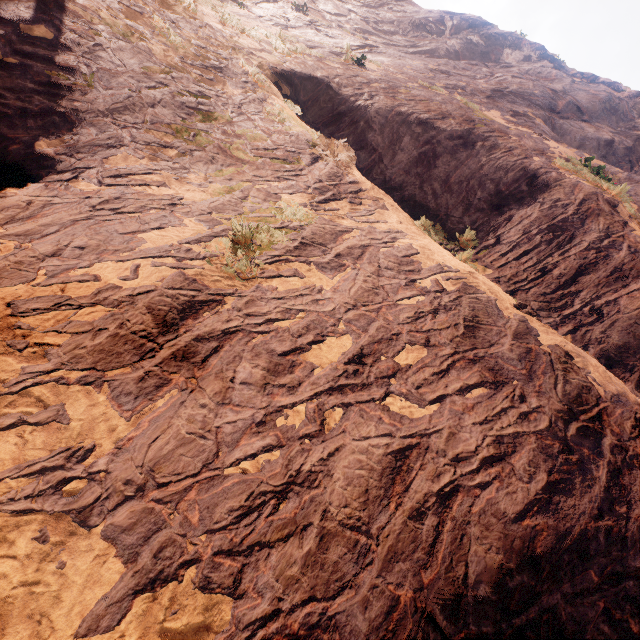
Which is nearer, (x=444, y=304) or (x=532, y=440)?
(x=532, y=440)
